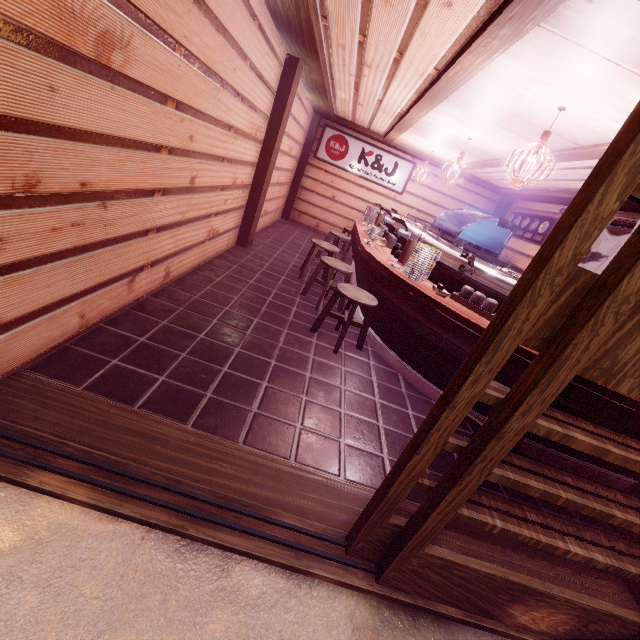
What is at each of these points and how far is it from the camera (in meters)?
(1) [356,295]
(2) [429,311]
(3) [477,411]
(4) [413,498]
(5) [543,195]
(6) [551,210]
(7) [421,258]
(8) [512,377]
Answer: (1) chair, 6.27
(2) table, 5.52
(3) table, 5.85
(4) building, 3.89
(5) wood bar, 12.22
(6) building, 13.07
(7) dish, 5.83
(8) table, 4.88

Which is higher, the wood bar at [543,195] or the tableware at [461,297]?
the wood bar at [543,195]

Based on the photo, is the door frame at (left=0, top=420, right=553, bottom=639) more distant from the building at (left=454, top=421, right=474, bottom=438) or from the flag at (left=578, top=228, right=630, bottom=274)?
the flag at (left=578, top=228, right=630, bottom=274)

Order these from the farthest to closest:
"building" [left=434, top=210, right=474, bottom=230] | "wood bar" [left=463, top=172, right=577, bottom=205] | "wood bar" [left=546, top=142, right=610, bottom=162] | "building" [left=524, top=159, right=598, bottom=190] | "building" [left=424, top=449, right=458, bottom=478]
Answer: "building" [left=434, top=210, right=474, bottom=230]
"wood bar" [left=463, top=172, right=577, bottom=205]
"building" [left=524, top=159, right=598, bottom=190]
"wood bar" [left=546, top=142, right=610, bottom=162]
"building" [left=424, top=449, right=458, bottom=478]

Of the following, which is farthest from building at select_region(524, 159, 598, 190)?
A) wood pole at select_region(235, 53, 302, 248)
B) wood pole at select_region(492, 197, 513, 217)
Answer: wood pole at select_region(235, 53, 302, 248)

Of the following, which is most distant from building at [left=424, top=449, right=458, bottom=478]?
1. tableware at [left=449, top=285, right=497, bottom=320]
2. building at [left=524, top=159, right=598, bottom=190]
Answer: tableware at [left=449, top=285, right=497, bottom=320]

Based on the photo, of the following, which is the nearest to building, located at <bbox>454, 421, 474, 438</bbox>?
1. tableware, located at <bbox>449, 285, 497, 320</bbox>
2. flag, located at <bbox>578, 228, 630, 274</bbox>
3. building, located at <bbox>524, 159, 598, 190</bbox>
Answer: flag, located at <bbox>578, 228, 630, 274</bbox>

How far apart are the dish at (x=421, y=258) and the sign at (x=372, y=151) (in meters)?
12.04
